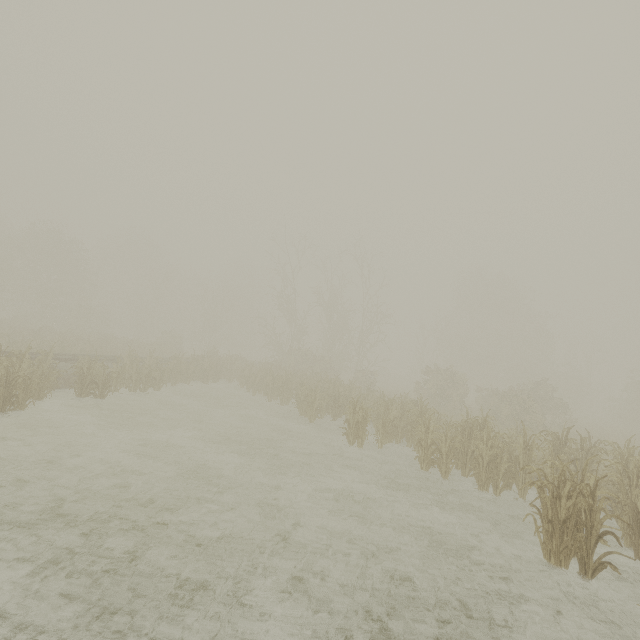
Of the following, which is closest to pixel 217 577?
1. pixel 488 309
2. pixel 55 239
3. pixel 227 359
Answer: pixel 227 359
